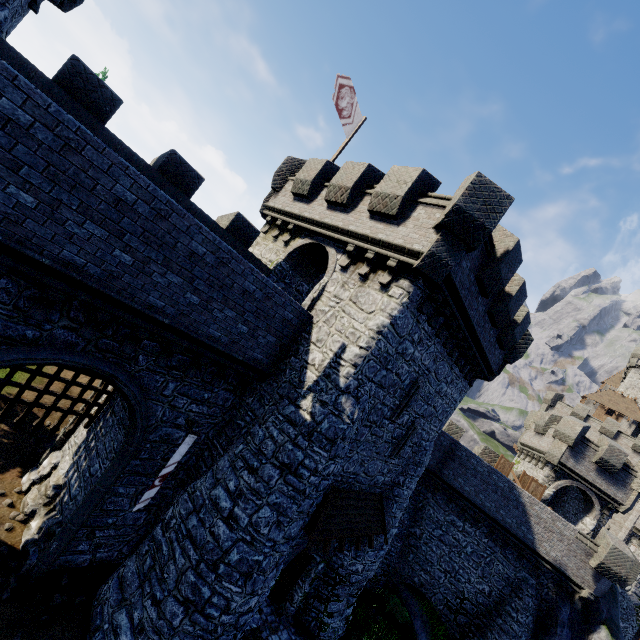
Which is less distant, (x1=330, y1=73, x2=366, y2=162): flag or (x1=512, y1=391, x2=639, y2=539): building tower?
(x1=330, y1=73, x2=366, y2=162): flag

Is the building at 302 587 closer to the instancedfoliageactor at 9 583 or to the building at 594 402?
the instancedfoliageactor at 9 583

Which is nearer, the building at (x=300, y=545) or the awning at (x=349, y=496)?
the awning at (x=349, y=496)

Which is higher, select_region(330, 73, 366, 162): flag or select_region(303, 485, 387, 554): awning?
select_region(330, 73, 366, 162): flag

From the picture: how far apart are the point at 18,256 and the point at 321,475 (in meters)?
8.97

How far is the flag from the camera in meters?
14.7 m

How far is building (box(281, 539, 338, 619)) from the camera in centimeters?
1364cm
